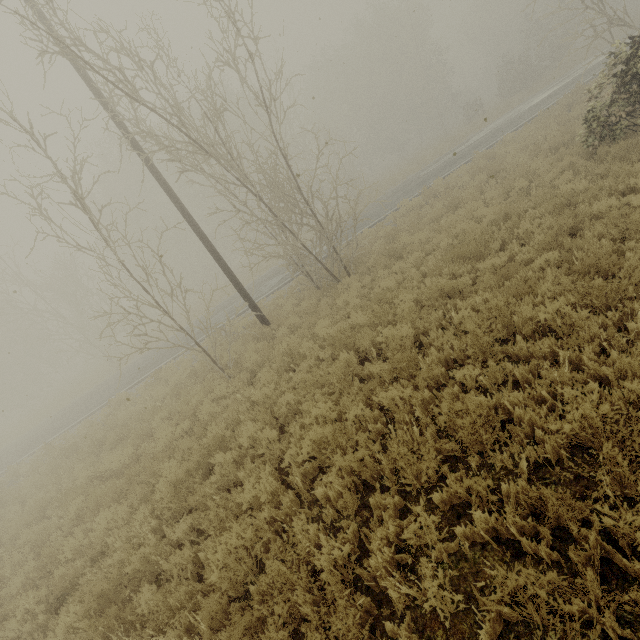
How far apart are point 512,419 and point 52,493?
12.9 meters
